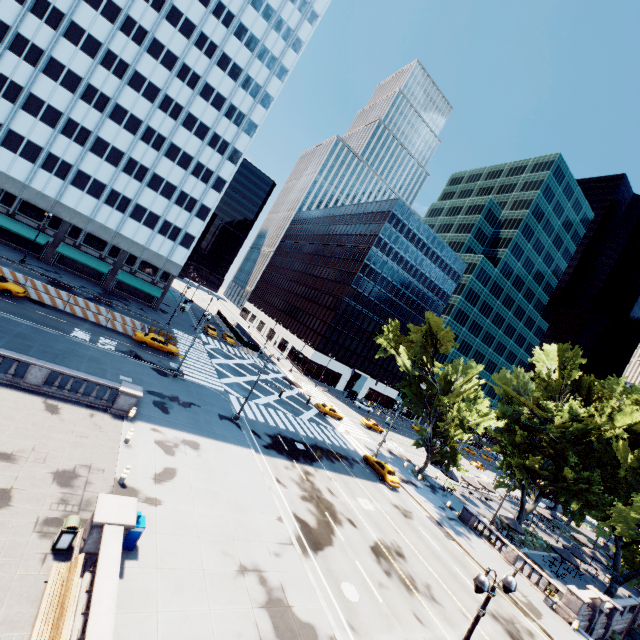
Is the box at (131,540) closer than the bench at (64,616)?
No

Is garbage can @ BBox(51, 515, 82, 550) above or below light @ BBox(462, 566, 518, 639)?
below

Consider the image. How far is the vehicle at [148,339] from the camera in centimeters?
3562cm

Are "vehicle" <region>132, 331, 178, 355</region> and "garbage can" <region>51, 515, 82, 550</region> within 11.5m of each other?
no

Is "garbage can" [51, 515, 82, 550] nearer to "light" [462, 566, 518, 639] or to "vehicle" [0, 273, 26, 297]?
"light" [462, 566, 518, 639]

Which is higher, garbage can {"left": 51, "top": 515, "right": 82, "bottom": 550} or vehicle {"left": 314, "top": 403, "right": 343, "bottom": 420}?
vehicle {"left": 314, "top": 403, "right": 343, "bottom": 420}

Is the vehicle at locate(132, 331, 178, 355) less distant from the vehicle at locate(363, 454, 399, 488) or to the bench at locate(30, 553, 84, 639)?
the vehicle at locate(363, 454, 399, 488)

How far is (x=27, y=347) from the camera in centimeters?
2297cm
